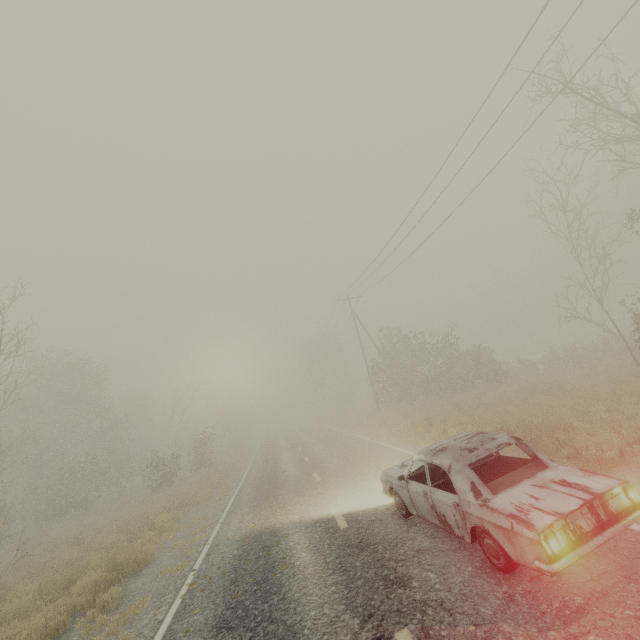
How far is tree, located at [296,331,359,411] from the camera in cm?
5478

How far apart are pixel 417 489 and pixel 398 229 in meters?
14.5 m

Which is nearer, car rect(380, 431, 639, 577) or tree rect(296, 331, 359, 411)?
car rect(380, 431, 639, 577)

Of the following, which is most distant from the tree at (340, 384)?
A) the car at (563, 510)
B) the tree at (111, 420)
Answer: the car at (563, 510)

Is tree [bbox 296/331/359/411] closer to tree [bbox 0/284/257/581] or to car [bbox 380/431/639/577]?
tree [bbox 0/284/257/581]

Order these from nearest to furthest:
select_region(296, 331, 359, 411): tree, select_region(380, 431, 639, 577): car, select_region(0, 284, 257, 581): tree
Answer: select_region(380, 431, 639, 577): car, select_region(0, 284, 257, 581): tree, select_region(296, 331, 359, 411): tree

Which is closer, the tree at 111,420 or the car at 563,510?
the car at 563,510

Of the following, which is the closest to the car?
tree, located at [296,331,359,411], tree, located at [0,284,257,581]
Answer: tree, located at [0,284,257,581]
